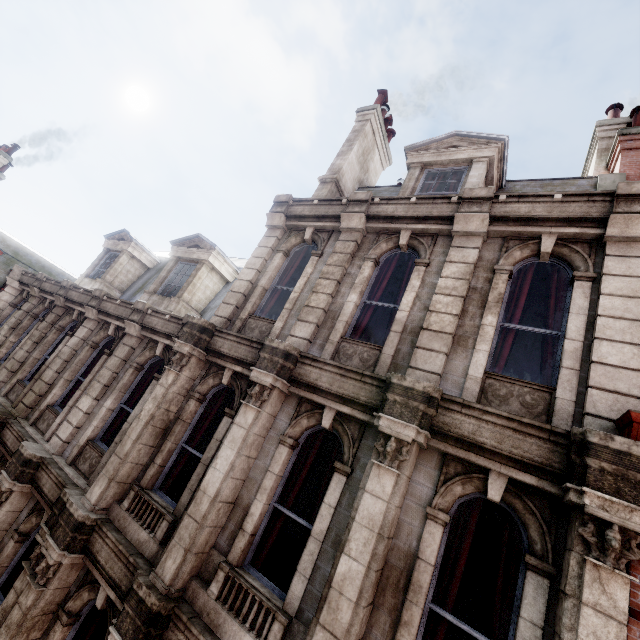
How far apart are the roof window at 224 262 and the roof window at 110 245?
2.48m

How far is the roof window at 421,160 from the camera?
7.8 meters

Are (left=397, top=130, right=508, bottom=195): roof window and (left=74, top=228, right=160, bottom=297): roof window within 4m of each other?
no

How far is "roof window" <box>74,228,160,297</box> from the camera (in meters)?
12.79

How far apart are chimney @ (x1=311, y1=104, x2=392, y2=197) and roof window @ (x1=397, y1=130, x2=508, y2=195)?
2.0 meters

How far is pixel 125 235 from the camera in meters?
13.7

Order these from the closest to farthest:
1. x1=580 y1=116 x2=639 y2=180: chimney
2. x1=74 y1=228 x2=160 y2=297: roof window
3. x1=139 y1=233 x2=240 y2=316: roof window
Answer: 1. x1=580 y1=116 x2=639 y2=180: chimney
2. x1=139 y1=233 x2=240 y2=316: roof window
3. x1=74 y1=228 x2=160 y2=297: roof window

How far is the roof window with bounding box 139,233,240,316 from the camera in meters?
10.0
